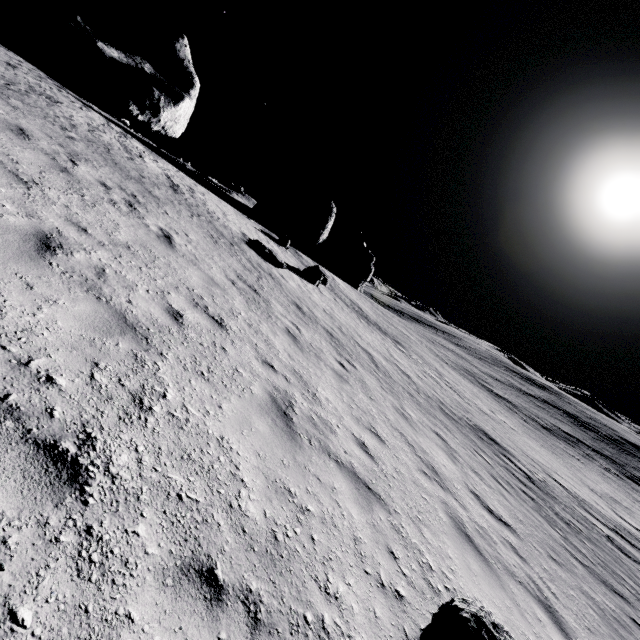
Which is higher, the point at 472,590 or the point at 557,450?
the point at 472,590

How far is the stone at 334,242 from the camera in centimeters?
3512cm

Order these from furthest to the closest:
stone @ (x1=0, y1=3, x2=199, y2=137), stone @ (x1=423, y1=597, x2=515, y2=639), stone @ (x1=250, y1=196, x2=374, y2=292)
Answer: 1. stone @ (x1=250, y1=196, x2=374, y2=292)
2. stone @ (x1=0, y1=3, x2=199, y2=137)
3. stone @ (x1=423, y1=597, x2=515, y2=639)

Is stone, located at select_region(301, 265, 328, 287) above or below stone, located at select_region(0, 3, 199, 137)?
below

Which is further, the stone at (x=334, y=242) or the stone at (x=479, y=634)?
the stone at (x=334, y=242)

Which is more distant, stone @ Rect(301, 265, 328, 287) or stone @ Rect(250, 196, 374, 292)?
stone @ Rect(250, 196, 374, 292)

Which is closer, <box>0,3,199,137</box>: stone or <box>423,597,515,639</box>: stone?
<box>423,597,515,639</box>: stone

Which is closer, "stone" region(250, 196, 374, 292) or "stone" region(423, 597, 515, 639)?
"stone" region(423, 597, 515, 639)
